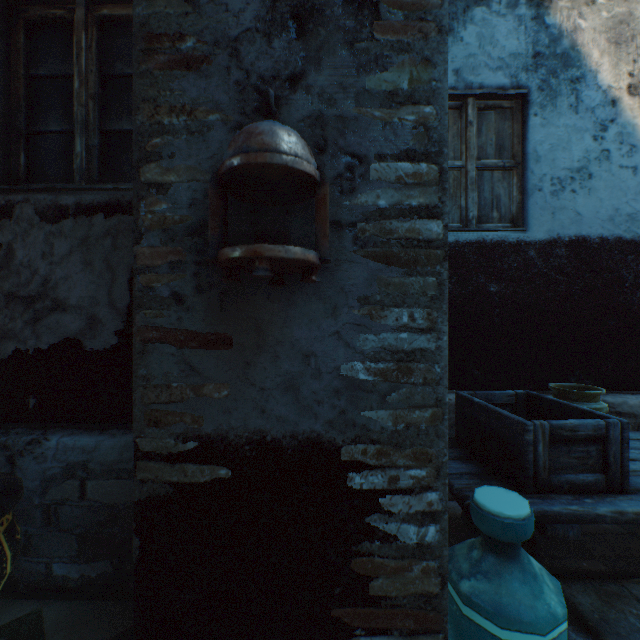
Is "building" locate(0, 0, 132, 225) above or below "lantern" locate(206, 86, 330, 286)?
above

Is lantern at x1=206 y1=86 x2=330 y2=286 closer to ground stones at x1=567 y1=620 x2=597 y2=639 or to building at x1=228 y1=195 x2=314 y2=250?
building at x1=228 y1=195 x2=314 y2=250

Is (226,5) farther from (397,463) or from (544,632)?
(544,632)

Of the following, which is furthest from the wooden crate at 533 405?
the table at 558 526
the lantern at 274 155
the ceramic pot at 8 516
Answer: the ceramic pot at 8 516

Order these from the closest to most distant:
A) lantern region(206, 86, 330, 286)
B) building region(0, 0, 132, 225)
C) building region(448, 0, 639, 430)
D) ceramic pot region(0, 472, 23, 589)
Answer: lantern region(206, 86, 330, 286)
ceramic pot region(0, 472, 23, 589)
building region(0, 0, 132, 225)
building region(448, 0, 639, 430)

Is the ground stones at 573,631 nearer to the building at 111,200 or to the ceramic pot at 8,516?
the building at 111,200

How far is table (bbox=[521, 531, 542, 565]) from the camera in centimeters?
174cm

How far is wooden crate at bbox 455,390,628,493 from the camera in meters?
1.7 m
